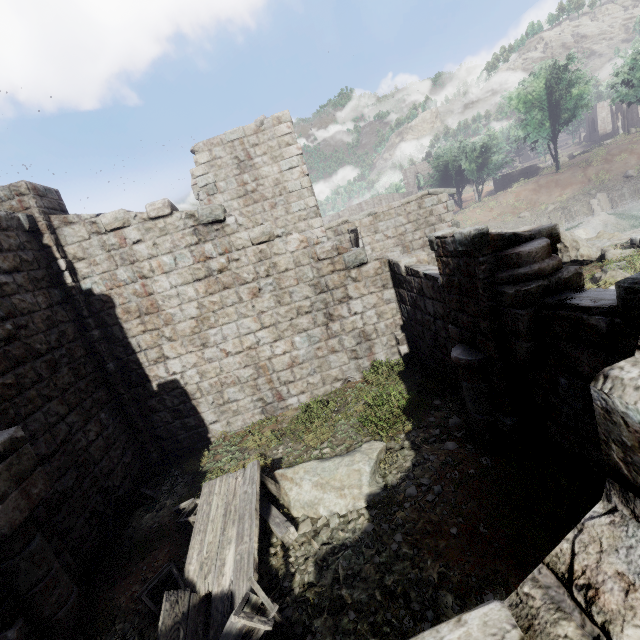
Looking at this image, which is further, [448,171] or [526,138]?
[448,171]

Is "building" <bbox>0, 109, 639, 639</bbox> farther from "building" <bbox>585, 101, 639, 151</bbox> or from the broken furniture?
"building" <bbox>585, 101, 639, 151</bbox>

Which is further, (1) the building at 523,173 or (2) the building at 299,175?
(1) the building at 523,173

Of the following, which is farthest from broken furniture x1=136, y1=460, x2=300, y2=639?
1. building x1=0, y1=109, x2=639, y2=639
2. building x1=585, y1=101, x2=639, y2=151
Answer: building x1=585, y1=101, x2=639, y2=151

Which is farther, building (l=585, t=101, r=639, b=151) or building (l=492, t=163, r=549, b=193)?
building (l=492, t=163, r=549, b=193)

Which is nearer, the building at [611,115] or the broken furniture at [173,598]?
the broken furniture at [173,598]

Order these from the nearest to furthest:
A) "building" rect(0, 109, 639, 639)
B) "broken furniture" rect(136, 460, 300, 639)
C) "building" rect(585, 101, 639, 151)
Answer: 1. "building" rect(0, 109, 639, 639)
2. "broken furniture" rect(136, 460, 300, 639)
3. "building" rect(585, 101, 639, 151)
